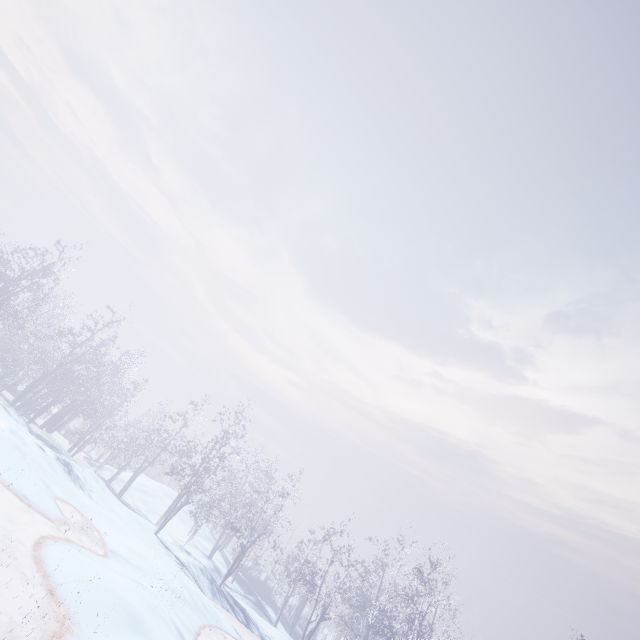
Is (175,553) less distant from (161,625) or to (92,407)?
(161,625)
